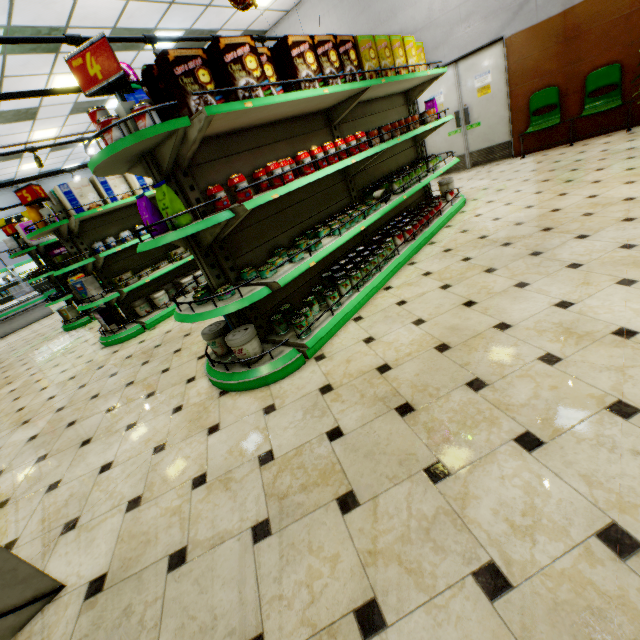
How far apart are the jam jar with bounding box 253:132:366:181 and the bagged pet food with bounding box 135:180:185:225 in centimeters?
123cm

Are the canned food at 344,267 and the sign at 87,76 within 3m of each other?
yes

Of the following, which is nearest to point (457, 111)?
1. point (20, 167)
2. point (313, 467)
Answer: point (313, 467)

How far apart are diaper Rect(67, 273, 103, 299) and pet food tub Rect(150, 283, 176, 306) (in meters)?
0.56

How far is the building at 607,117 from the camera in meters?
5.9

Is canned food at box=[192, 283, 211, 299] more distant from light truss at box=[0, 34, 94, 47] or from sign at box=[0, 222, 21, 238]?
sign at box=[0, 222, 21, 238]

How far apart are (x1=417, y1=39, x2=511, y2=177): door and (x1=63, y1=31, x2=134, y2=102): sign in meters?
7.5

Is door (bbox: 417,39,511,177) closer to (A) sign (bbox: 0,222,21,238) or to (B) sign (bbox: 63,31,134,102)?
(B) sign (bbox: 63,31,134,102)
